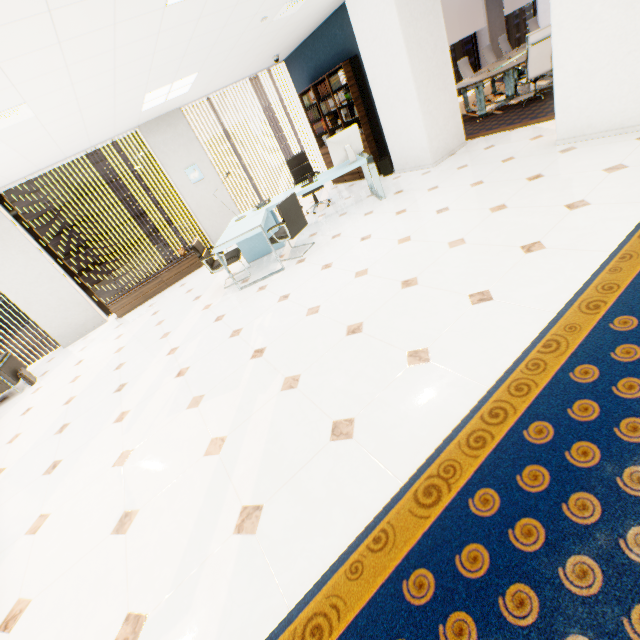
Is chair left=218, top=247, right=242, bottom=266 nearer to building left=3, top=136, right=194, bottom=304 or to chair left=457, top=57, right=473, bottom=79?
chair left=457, top=57, right=473, bottom=79

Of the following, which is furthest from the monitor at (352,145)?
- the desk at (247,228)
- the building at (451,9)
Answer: the building at (451,9)

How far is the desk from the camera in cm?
476

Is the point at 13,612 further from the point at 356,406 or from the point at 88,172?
the point at 88,172

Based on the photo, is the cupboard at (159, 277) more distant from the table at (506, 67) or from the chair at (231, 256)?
the table at (506, 67)

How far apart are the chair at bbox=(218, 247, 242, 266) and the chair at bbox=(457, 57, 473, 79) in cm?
815

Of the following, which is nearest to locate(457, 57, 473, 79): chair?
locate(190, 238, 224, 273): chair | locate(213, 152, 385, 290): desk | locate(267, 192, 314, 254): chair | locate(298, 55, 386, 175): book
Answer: locate(298, 55, 386, 175): book

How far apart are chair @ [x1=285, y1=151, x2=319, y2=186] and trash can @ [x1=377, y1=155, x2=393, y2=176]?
1.2m
